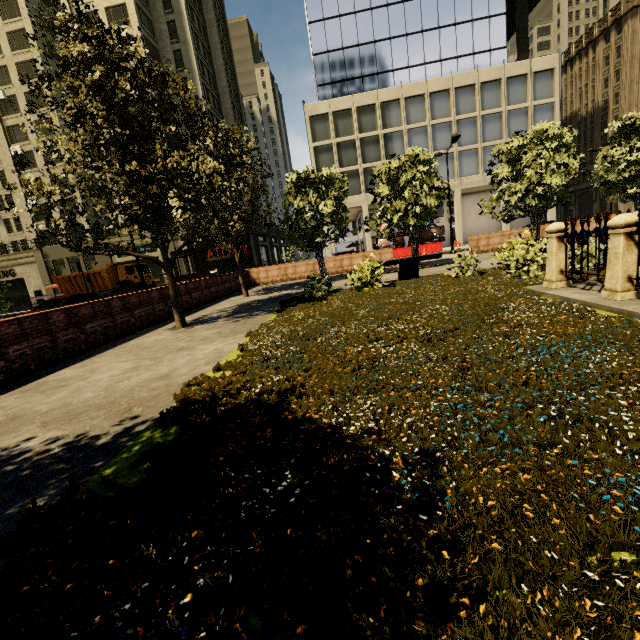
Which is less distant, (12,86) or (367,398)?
(367,398)

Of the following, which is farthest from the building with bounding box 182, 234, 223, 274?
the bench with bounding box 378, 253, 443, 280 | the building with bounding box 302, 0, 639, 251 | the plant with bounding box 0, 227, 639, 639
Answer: the bench with bounding box 378, 253, 443, 280

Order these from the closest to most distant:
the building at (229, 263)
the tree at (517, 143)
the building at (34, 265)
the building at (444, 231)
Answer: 1. the tree at (517, 143)
2. the building at (34, 265)
3. the building at (229, 263)
4. the building at (444, 231)

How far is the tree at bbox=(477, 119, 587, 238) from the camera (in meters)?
14.24

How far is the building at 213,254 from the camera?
36.53m

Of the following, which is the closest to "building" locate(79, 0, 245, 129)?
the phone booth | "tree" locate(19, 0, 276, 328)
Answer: "tree" locate(19, 0, 276, 328)

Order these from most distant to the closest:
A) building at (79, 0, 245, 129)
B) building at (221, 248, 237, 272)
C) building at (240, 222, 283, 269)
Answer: building at (240, 222, 283, 269), building at (221, 248, 237, 272), building at (79, 0, 245, 129)

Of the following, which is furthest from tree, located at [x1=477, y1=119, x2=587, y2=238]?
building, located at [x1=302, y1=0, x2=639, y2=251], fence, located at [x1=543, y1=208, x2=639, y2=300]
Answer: building, located at [x1=302, y1=0, x2=639, y2=251]
